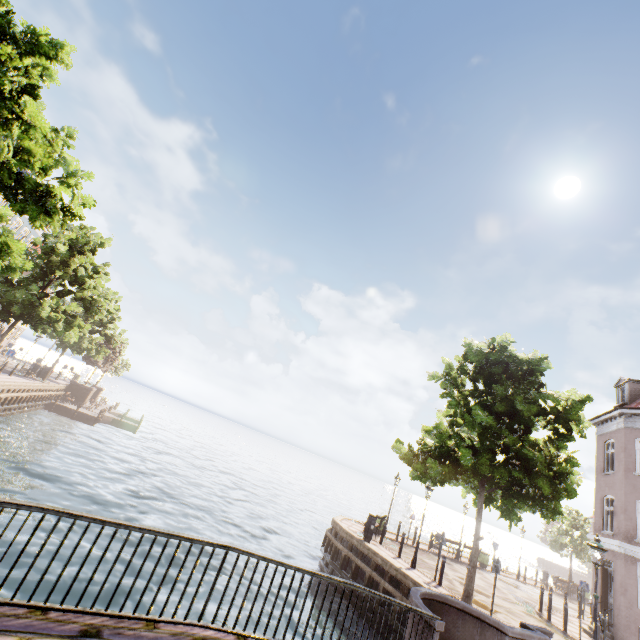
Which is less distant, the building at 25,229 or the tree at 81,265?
the tree at 81,265

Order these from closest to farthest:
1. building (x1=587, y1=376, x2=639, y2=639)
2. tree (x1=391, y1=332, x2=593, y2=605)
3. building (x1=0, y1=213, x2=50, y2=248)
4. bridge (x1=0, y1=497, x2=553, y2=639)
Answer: bridge (x1=0, y1=497, x2=553, y2=639) < tree (x1=391, y1=332, x2=593, y2=605) < building (x1=587, y1=376, x2=639, y2=639) < building (x1=0, y1=213, x2=50, y2=248)

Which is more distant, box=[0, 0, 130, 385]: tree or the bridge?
box=[0, 0, 130, 385]: tree

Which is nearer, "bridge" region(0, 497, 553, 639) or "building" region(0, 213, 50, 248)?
"bridge" region(0, 497, 553, 639)

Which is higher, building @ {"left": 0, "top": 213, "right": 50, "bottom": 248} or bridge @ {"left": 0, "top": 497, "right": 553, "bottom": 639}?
building @ {"left": 0, "top": 213, "right": 50, "bottom": 248}

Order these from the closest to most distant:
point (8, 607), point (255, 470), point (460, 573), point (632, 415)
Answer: point (8, 607), point (632, 415), point (460, 573), point (255, 470)

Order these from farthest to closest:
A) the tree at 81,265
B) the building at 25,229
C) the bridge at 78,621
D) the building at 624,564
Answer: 1. the building at 25,229
2. the building at 624,564
3. the tree at 81,265
4. the bridge at 78,621

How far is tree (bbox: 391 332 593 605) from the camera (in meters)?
11.39
